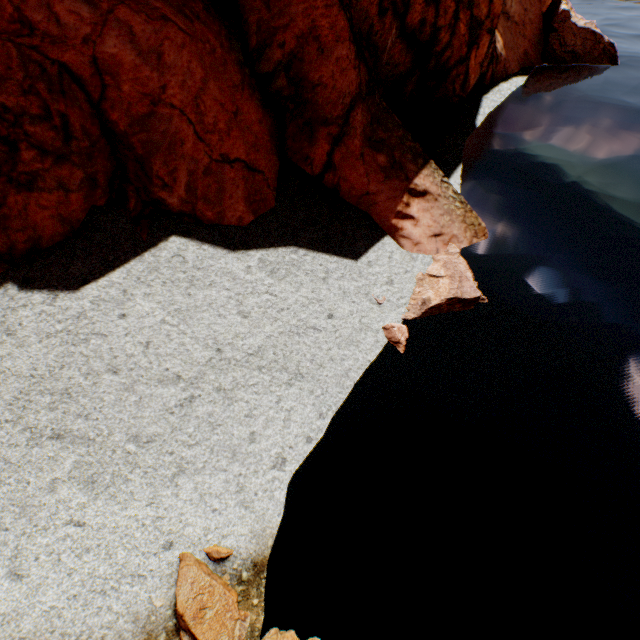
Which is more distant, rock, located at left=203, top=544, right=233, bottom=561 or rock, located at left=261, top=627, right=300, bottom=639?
rock, located at left=203, top=544, right=233, bottom=561

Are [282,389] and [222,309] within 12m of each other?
yes

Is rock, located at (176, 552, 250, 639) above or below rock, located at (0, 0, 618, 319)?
below

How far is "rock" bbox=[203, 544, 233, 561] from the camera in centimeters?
587cm

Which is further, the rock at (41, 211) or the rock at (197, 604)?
the rock at (41, 211)
